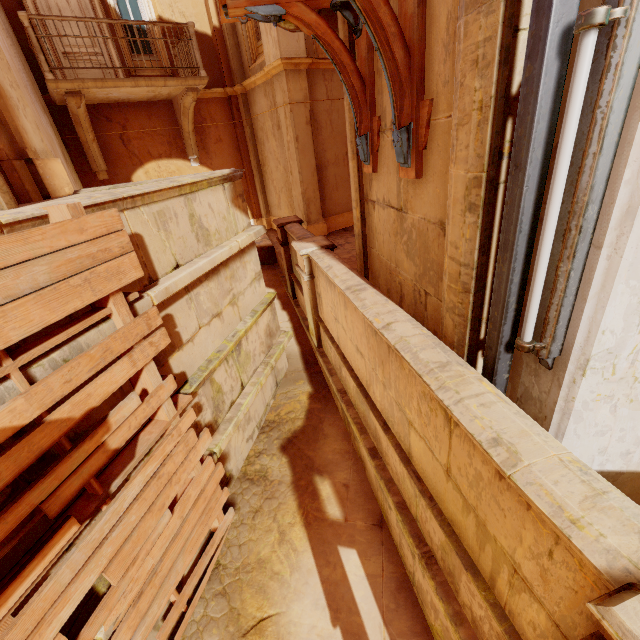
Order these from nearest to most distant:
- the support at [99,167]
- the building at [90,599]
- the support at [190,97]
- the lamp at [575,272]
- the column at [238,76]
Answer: the lamp at [575,272], the building at [90,599], the support at [99,167], the support at [190,97], the column at [238,76]

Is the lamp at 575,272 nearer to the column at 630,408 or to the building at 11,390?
the column at 630,408

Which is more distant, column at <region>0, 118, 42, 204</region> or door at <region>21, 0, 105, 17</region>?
door at <region>21, 0, 105, 17</region>

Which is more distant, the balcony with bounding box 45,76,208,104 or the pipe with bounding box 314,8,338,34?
the balcony with bounding box 45,76,208,104

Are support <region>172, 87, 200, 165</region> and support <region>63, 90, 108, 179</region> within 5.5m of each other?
yes

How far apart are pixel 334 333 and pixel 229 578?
3.3m

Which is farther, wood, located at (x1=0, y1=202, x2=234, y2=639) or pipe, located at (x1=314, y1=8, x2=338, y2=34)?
pipe, located at (x1=314, y1=8, x2=338, y2=34)

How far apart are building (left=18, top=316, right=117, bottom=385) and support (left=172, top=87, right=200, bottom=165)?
8.6m
